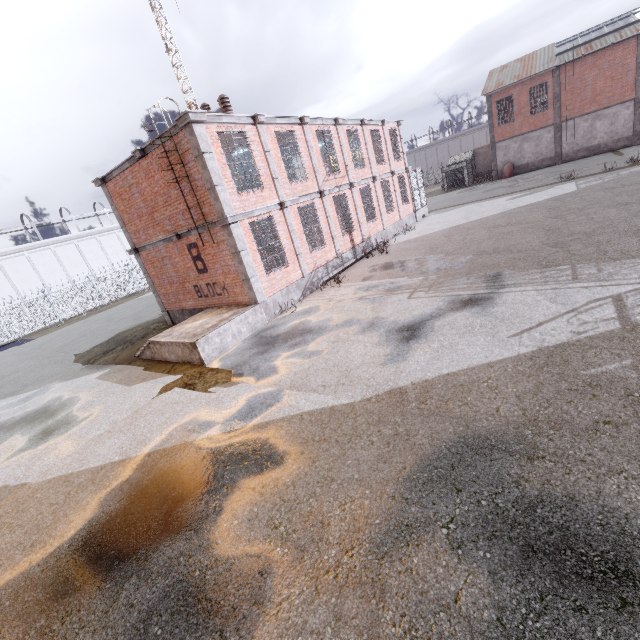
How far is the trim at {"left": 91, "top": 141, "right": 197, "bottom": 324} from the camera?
11.6m

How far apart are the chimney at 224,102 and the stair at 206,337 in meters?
7.5

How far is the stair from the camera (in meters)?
10.13

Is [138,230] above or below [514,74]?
below

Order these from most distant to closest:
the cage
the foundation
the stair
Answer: the cage < the foundation < the stair

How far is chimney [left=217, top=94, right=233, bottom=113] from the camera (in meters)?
12.96

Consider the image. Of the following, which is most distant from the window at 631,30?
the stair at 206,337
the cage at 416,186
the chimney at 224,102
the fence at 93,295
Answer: the stair at 206,337

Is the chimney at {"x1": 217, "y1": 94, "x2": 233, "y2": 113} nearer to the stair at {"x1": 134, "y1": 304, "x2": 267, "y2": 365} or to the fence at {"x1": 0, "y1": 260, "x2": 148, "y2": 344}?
the stair at {"x1": 134, "y1": 304, "x2": 267, "y2": 365}
